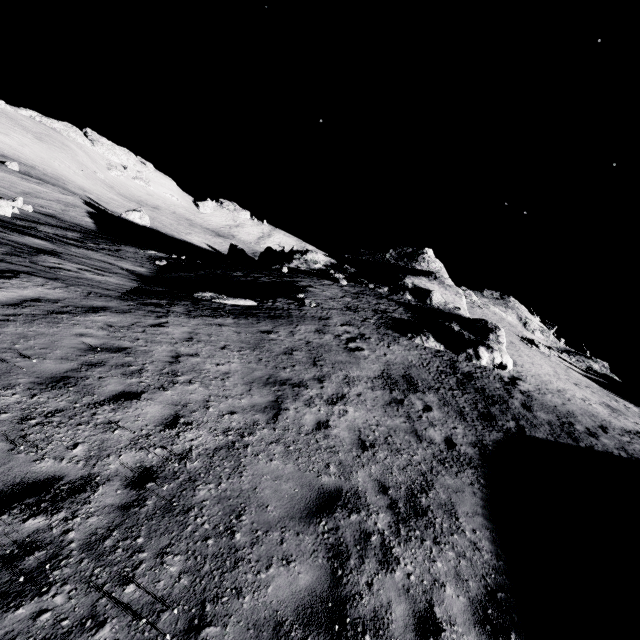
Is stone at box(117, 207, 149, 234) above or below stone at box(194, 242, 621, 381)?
below

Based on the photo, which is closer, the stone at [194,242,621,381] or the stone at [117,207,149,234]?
the stone at [194,242,621,381]

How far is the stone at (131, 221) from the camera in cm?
5138

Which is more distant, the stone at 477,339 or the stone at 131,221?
the stone at 131,221

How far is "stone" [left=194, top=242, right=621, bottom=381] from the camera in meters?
19.9

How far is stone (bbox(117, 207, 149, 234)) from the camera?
51.38m

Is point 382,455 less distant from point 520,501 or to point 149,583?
point 520,501
